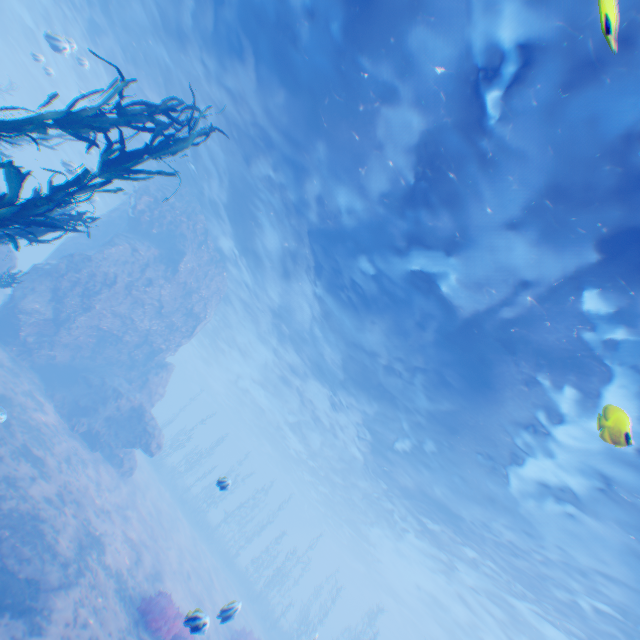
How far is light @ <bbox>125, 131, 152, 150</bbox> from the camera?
21.8m

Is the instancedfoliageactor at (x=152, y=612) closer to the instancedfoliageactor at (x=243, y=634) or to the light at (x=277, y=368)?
the instancedfoliageactor at (x=243, y=634)

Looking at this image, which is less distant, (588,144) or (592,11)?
(592,11)

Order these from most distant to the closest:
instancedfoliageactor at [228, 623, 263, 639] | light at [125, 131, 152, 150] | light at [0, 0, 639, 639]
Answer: light at [125, 131, 152, 150] → instancedfoliageactor at [228, 623, 263, 639] → light at [0, 0, 639, 639]

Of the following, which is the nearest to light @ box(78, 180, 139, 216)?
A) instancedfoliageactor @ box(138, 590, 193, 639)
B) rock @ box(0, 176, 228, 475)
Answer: rock @ box(0, 176, 228, 475)

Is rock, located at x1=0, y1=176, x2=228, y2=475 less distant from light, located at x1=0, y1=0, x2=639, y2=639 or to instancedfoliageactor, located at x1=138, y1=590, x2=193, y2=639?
light, located at x1=0, y1=0, x2=639, y2=639

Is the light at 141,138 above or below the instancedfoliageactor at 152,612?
above

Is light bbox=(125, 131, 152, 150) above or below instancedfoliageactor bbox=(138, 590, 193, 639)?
above
